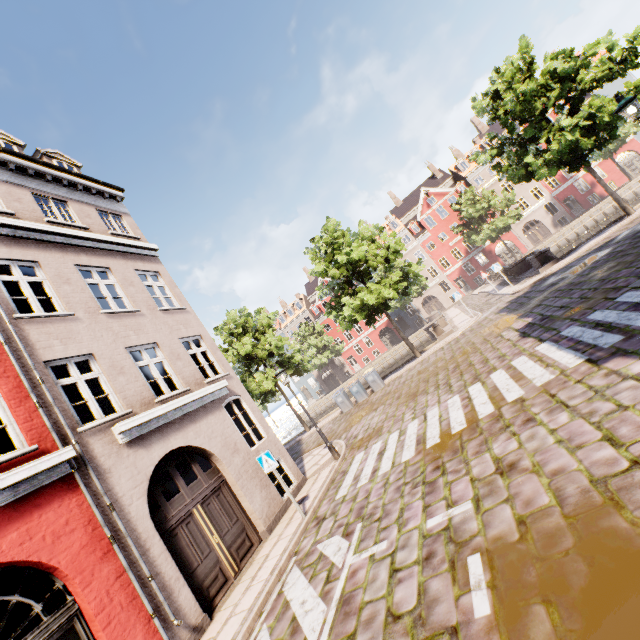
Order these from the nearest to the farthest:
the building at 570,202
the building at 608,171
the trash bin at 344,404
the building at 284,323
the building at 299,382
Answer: the trash bin at 344,404 → the building at 608,171 → the building at 570,202 → the building at 284,323 → the building at 299,382

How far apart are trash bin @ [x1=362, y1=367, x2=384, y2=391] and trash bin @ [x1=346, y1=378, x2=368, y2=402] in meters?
0.6 m

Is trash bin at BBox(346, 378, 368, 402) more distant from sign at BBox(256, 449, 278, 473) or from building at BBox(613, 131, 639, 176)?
sign at BBox(256, 449, 278, 473)

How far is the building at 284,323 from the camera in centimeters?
4991cm

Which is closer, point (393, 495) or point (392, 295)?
point (393, 495)

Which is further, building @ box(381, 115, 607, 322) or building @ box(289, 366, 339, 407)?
building @ box(289, 366, 339, 407)

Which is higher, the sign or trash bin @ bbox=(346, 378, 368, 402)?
the sign

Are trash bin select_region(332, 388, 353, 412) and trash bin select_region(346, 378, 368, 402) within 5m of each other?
yes
